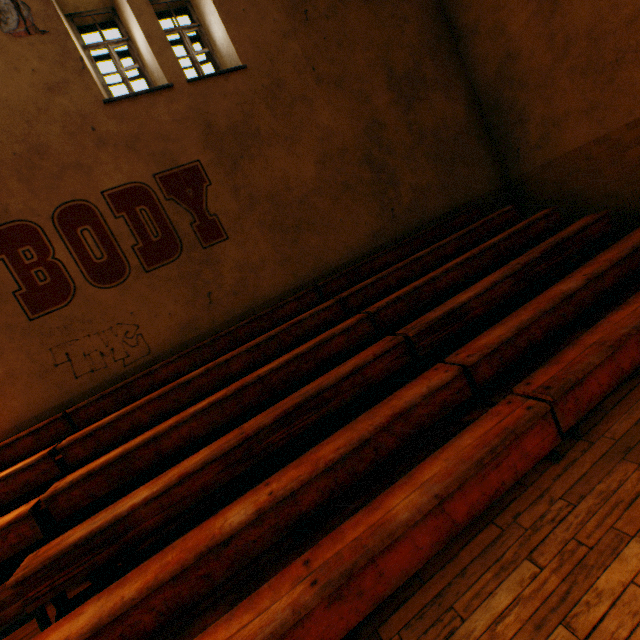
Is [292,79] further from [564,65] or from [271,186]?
[564,65]
